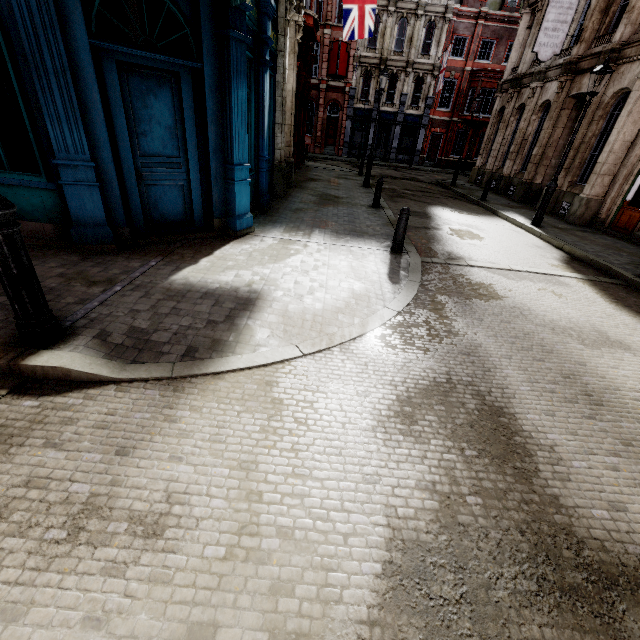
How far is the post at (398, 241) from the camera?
6.94m

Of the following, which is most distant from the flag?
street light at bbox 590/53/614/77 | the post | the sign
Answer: the post

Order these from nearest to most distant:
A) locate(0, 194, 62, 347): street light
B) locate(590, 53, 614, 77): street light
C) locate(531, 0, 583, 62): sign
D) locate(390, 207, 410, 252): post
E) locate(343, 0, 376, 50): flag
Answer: locate(0, 194, 62, 347): street light < locate(390, 207, 410, 252): post < locate(590, 53, 614, 77): street light < locate(531, 0, 583, 62): sign < locate(343, 0, 376, 50): flag

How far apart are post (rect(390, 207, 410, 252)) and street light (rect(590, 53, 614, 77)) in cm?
740

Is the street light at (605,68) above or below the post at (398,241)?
above

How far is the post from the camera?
6.94m

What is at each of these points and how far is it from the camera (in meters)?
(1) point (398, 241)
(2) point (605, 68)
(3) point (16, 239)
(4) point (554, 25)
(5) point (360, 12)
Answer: (1) post, 7.22
(2) street light, 9.31
(3) street light, 2.89
(4) sign, 13.64
(5) flag, 16.33

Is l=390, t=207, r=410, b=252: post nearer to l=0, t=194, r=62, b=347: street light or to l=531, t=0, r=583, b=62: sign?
l=0, t=194, r=62, b=347: street light
